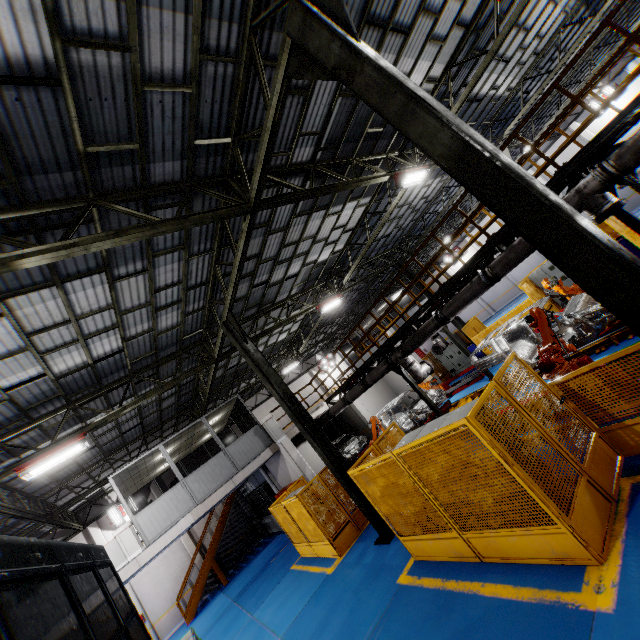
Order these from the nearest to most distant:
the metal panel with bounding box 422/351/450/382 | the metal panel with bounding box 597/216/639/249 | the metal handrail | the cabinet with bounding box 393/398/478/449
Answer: the cabinet with bounding box 393/398/478/449 → the metal handrail → the metal panel with bounding box 597/216/639/249 → the metal panel with bounding box 422/351/450/382

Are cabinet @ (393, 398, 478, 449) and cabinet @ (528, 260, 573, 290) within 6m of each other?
no

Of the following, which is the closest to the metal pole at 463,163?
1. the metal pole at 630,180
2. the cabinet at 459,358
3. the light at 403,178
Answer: the light at 403,178

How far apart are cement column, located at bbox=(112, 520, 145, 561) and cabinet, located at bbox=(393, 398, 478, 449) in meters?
11.0

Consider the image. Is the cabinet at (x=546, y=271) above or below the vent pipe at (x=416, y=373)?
below

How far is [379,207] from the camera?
15.20m

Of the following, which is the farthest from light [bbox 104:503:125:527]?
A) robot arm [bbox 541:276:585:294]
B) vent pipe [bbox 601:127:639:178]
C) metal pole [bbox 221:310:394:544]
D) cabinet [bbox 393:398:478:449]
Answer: cabinet [bbox 393:398:478:449]

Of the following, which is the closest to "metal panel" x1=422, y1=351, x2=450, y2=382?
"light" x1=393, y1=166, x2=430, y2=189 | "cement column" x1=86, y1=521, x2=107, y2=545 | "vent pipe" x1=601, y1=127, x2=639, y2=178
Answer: "vent pipe" x1=601, y1=127, x2=639, y2=178
